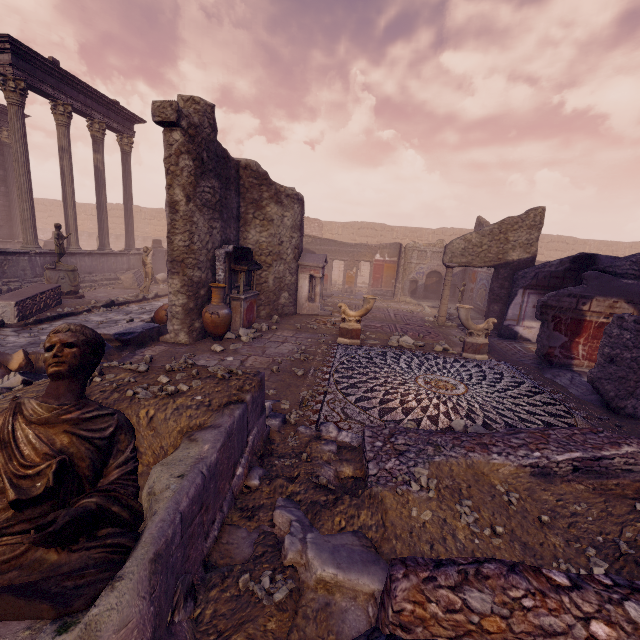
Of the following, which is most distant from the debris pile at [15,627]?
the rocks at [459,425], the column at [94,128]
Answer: the column at [94,128]

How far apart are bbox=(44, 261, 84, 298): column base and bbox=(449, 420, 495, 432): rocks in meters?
12.2 m

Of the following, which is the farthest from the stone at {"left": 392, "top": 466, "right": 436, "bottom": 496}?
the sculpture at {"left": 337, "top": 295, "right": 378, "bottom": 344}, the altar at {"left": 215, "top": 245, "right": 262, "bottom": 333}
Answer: the altar at {"left": 215, "top": 245, "right": 262, "bottom": 333}

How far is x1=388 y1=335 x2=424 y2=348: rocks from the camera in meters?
8.4 m

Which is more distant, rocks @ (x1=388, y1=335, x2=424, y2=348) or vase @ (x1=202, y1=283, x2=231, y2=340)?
rocks @ (x1=388, y1=335, x2=424, y2=348)

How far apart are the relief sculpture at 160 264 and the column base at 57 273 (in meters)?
5.95

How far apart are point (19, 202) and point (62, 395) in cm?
1343

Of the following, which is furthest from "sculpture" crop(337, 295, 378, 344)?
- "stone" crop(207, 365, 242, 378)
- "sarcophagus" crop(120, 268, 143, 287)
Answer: "sarcophagus" crop(120, 268, 143, 287)
